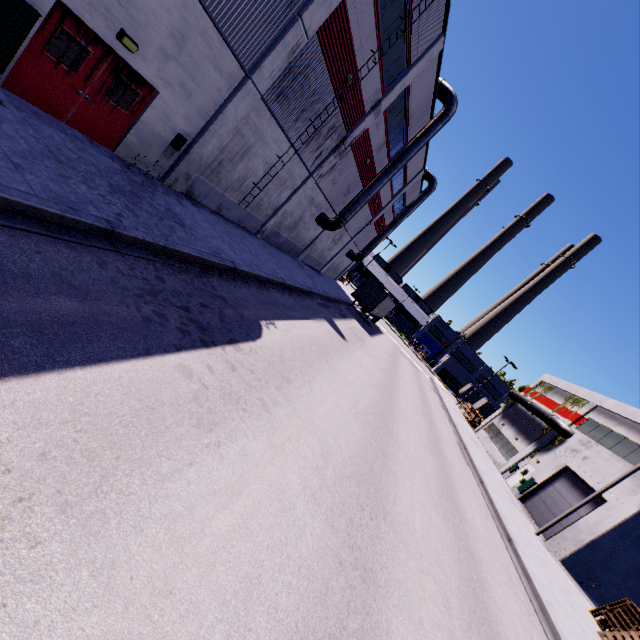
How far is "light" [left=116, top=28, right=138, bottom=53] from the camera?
8.01m

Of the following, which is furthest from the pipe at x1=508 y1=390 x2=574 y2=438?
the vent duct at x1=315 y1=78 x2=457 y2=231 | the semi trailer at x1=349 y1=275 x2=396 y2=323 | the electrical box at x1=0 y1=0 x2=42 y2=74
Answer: the electrical box at x1=0 y1=0 x2=42 y2=74

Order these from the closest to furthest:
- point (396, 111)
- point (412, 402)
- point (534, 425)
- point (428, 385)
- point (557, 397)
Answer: point (396, 111), point (412, 402), point (534, 425), point (557, 397), point (428, 385)

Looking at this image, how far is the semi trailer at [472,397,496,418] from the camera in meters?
50.8 m

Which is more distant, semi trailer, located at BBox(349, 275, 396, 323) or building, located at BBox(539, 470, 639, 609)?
semi trailer, located at BBox(349, 275, 396, 323)

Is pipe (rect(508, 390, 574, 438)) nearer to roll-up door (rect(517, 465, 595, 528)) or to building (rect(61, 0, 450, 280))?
building (rect(61, 0, 450, 280))

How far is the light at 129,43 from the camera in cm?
801

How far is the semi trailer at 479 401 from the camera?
50.81m
